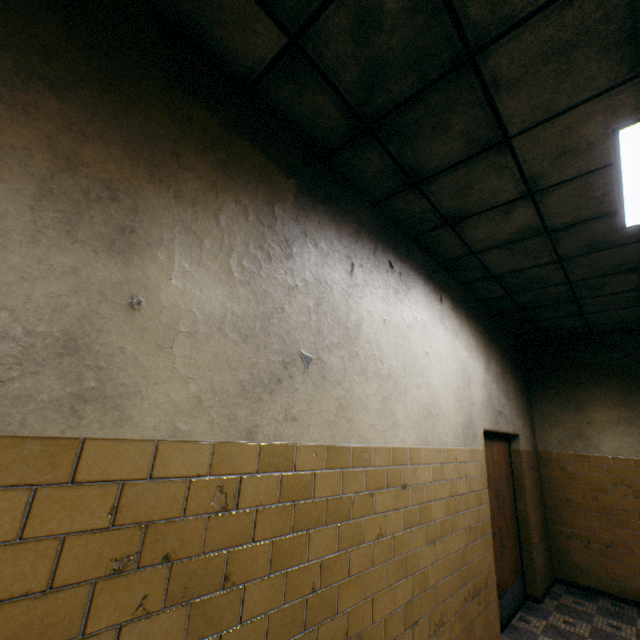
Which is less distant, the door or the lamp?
the lamp

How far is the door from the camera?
4.0 meters

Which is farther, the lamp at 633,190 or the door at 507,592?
the door at 507,592

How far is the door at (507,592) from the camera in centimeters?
396cm

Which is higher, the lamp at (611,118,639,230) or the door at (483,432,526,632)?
the lamp at (611,118,639,230)

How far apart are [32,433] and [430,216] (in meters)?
3.03
